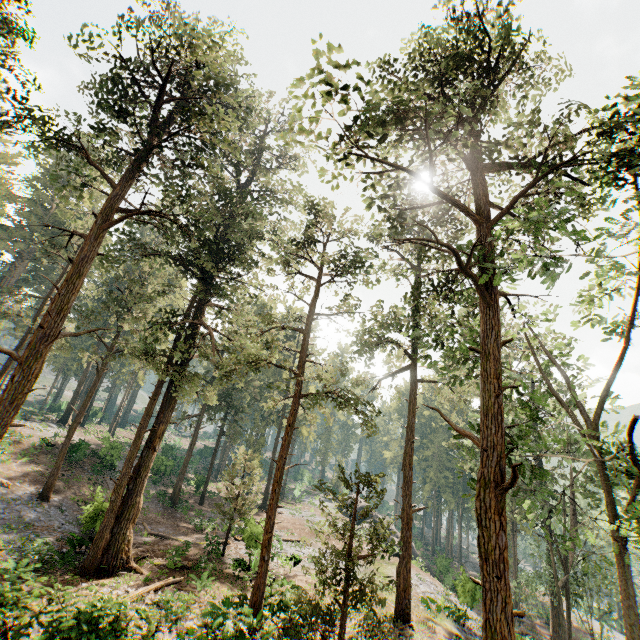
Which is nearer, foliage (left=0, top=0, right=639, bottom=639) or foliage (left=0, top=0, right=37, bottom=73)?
foliage (left=0, top=0, right=639, bottom=639)

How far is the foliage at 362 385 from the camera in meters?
24.0 m

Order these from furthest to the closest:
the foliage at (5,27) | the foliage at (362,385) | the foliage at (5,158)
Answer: the foliage at (5,158) < the foliage at (362,385) < the foliage at (5,27)

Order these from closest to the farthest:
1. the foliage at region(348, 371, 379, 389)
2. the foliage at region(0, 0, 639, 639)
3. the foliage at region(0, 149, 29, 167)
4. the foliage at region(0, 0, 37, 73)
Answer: the foliage at region(0, 0, 639, 639)
the foliage at region(0, 0, 37, 73)
the foliage at region(348, 371, 379, 389)
the foliage at region(0, 149, 29, 167)

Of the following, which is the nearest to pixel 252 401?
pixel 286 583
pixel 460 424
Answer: pixel 460 424
